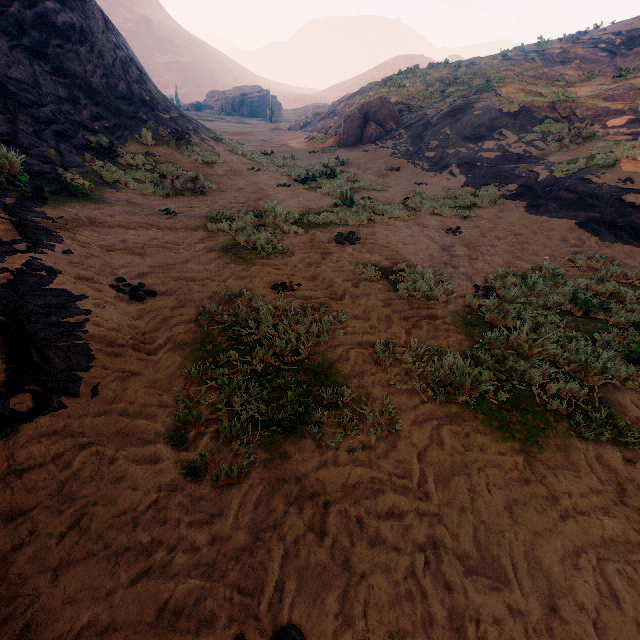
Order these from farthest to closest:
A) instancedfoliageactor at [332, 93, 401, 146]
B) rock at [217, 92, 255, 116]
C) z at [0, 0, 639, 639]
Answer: rock at [217, 92, 255, 116]
instancedfoliageactor at [332, 93, 401, 146]
z at [0, 0, 639, 639]

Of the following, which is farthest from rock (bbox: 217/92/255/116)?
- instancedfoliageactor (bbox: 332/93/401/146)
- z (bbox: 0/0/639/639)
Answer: instancedfoliageactor (bbox: 332/93/401/146)

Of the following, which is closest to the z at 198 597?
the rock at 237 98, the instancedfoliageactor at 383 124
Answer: the instancedfoliageactor at 383 124

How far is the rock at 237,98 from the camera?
58.6 meters

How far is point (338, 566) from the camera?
2.2m

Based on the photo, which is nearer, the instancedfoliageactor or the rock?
the instancedfoliageactor

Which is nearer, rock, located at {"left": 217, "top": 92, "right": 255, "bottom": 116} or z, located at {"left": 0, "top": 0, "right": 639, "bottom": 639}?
z, located at {"left": 0, "top": 0, "right": 639, "bottom": 639}
